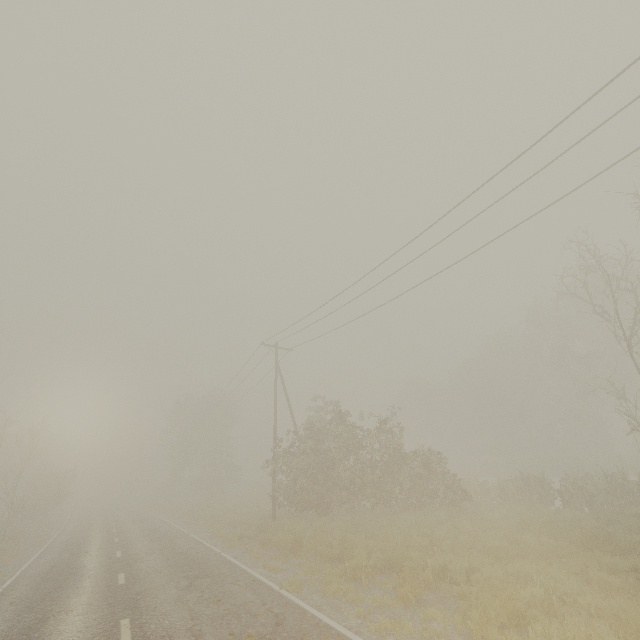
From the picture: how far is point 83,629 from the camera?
7.2m
